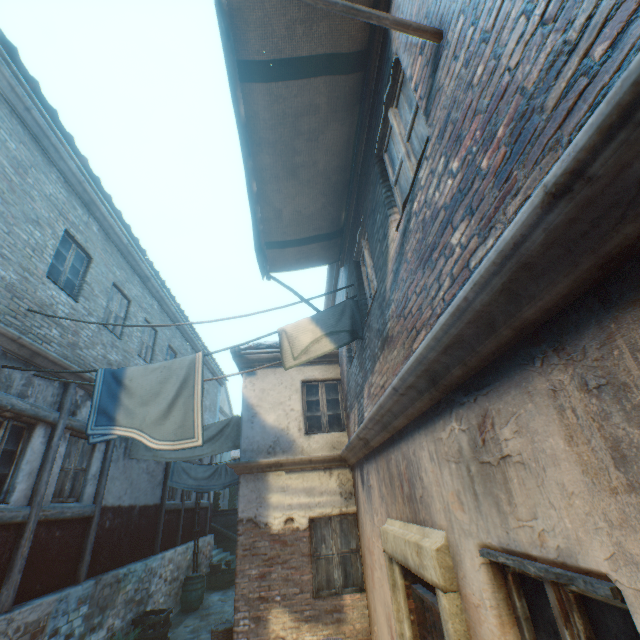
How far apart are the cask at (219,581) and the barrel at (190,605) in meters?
2.5

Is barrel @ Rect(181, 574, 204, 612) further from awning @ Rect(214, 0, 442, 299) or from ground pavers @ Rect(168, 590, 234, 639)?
awning @ Rect(214, 0, 442, 299)

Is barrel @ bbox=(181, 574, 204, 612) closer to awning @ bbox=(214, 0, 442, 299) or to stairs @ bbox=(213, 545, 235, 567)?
stairs @ bbox=(213, 545, 235, 567)

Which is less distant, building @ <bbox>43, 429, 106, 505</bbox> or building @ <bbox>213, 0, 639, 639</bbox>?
building @ <bbox>213, 0, 639, 639</bbox>

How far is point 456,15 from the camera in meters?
1.9 m

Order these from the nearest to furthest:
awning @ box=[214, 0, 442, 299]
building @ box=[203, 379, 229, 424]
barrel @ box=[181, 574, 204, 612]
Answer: awning @ box=[214, 0, 442, 299]
barrel @ box=[181, 574, 204, 612]
building @ box=[203, 379, 229, 424]

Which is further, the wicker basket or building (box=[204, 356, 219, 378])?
building (box=[204, 356, 219, 378])

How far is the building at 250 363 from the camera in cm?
820
